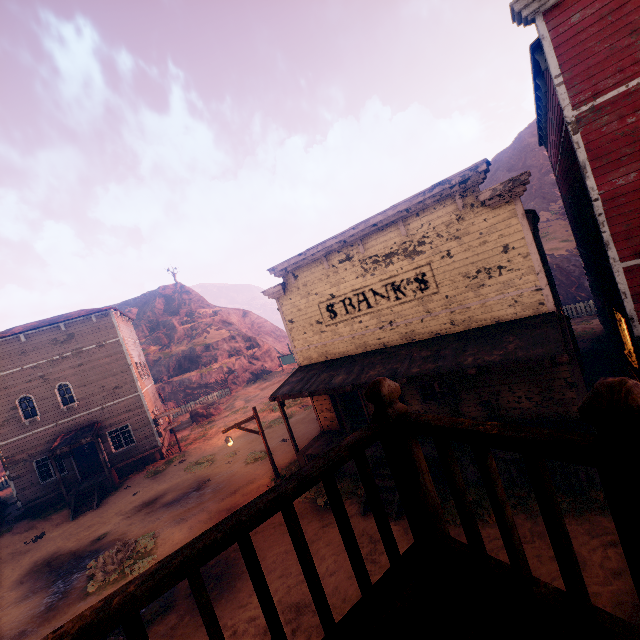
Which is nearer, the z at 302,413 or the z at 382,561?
the z at 382,561

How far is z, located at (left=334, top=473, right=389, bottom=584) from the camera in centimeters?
792cm

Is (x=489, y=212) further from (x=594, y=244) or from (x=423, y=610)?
(x=423, y=610)

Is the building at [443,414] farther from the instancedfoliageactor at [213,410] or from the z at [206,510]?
the instancedfoliageactor at [213,410]

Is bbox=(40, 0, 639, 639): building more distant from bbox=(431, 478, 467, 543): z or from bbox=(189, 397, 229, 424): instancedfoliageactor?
bbox=(189, 397, 229, 424): instancedfoliageactor

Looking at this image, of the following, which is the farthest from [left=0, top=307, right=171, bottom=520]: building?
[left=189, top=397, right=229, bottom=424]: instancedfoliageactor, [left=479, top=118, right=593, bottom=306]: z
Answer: [left=189, top=397, right=229, bottom=424]: instancedfoliageactor
